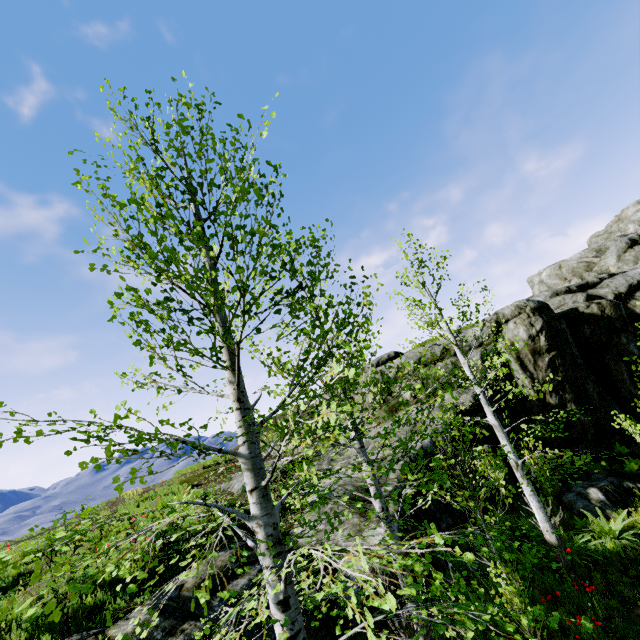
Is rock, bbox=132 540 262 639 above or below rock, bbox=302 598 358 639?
above

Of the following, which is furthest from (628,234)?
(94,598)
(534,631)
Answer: (94,598)

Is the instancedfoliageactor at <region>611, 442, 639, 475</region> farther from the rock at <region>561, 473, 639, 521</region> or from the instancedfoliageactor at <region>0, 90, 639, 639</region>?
the instancedfoliageactor at <region>0, 90, 639, 639</region>

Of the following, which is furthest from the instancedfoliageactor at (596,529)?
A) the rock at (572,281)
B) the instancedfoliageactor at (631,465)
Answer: the instancedfoliageactor at (631,465)

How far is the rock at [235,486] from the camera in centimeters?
1237cm

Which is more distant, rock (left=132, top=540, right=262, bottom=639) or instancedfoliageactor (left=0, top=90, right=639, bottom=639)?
rock (left=132, top=540, right=262, bottom=639)

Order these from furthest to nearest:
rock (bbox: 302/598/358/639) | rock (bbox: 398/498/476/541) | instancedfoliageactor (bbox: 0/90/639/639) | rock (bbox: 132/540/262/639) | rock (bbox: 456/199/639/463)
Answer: rock (bbox: 456/199/639/463)
rock (bbox: 398/498/476/541)
rock (bbox: 302/598/358/639)
rock (bbox: 132/540/262/639)
instancedfoliageactor (bbox: 0/90/639/639)
